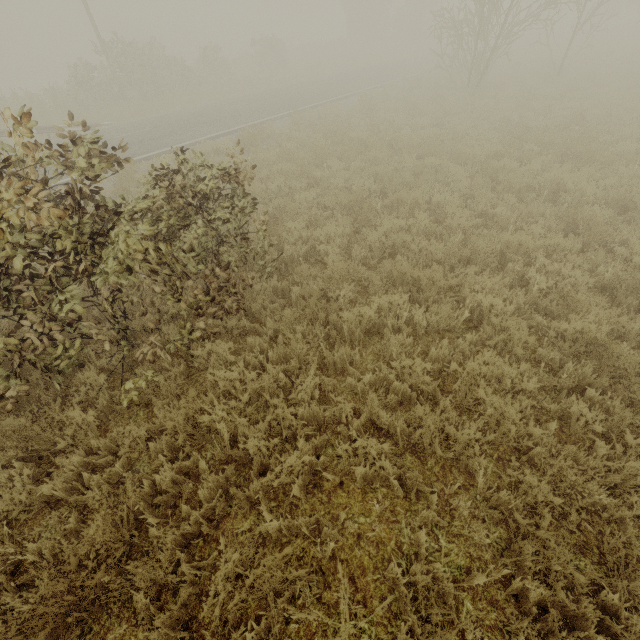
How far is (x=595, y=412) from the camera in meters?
3.3
